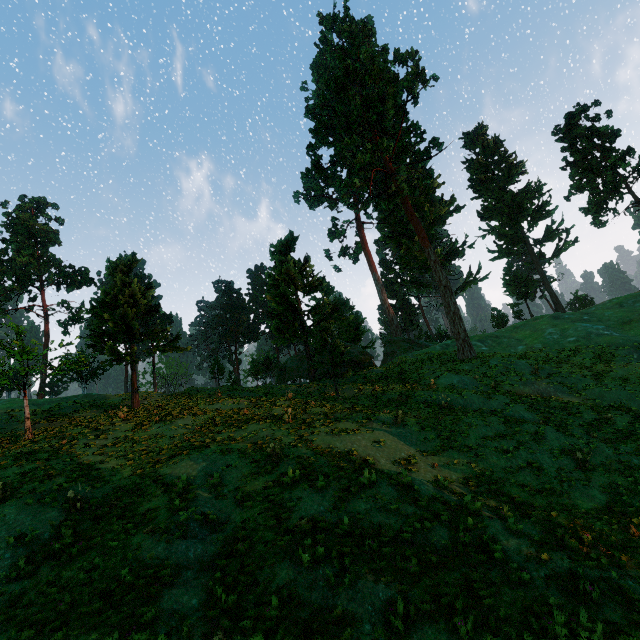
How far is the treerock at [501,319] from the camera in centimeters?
5306cm

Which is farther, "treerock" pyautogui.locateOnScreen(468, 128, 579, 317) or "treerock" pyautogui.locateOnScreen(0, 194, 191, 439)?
"treerock" pyautogui.locateOnScreen(468, 128, 579, 317)

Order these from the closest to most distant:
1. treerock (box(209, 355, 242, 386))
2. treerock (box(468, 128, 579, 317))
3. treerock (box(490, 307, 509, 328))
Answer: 1. treerock (box(209, 355, 242, 386))
2. treerock (box(468, 128, 579, 317))
3. treerock (box(490, 307, 509, 328))

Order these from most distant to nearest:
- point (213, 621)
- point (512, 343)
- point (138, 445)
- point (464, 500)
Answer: point (512, 343), point (138, 445), point (464, 500), point (213, 621)

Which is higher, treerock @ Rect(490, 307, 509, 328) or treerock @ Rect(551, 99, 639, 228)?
treerock @ Rect(551, 99, 639, 228)
